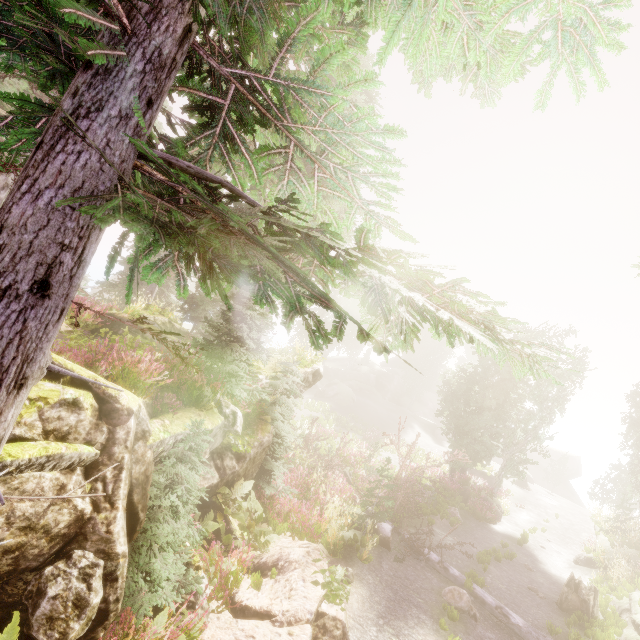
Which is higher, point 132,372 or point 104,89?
point 104,89

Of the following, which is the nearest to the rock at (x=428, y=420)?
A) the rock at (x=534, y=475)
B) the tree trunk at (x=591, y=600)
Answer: the rock at (x=534, y=475)

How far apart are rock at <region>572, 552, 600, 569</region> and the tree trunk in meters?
5.5

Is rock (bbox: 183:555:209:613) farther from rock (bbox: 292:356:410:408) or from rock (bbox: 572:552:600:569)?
rock (bbox: 292:356:410:408)

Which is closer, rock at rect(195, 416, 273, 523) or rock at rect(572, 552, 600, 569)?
rock at rect(195, 416, 273, 523)

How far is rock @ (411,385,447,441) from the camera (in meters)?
40.12

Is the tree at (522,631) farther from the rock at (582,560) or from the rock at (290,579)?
the rock at (582,560)

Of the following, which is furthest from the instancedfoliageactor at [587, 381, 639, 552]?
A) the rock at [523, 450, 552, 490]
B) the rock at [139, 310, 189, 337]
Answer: the rock at [523, 450, 552, 490]
